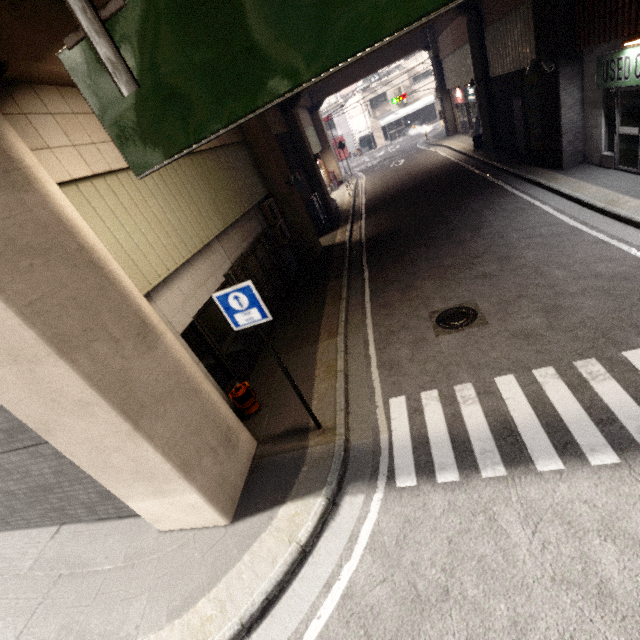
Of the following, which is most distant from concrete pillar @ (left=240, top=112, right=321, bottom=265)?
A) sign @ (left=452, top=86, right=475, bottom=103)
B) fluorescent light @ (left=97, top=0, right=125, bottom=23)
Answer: sign @ (left=452, top=86, right=475, bottom=103)

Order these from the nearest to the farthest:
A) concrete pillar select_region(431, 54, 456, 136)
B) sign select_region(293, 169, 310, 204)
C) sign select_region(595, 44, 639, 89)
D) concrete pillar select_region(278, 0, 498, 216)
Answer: sign select_region(595, 44, 639, 89)
concrete pillar select_region(278, 0, 498, 216)
sign select_region(293, 169, 310, 204)
concrete pillar select_region(431, 54, 456, 136)

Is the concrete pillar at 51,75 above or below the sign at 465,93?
above

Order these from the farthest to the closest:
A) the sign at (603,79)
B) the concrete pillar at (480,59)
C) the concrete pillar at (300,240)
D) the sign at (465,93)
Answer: the sign at (465,93), the concrete pillar at (480,59), the concrete pillar at (300,240), the sign at (603,79)

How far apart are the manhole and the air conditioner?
6.3m

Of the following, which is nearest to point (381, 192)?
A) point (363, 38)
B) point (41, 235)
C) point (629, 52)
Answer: point (629, 52)

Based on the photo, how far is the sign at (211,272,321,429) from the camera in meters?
4.1

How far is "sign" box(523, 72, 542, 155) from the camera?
11.0 meters
